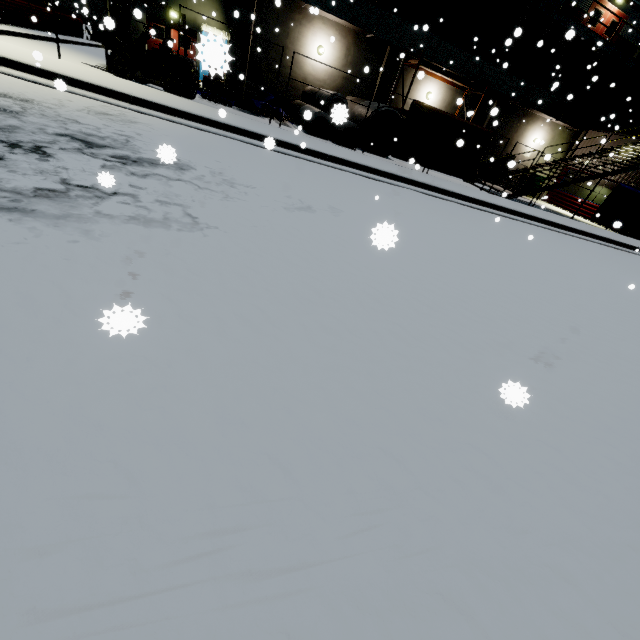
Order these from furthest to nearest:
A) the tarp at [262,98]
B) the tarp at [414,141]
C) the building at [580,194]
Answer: the building at [580,194] < the tarp at [262,98] < the tarp at [414,141]

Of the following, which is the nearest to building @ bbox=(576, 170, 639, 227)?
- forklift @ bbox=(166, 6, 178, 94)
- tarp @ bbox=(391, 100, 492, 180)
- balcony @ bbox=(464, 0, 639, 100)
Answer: balcony @ bbox=(464, 0, 639, 100)

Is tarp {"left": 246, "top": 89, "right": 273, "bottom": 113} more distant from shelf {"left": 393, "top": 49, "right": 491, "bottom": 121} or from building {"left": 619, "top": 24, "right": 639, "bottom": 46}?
shelf {"left": 393, "top": 49, "right": 491, "bottom": 121}

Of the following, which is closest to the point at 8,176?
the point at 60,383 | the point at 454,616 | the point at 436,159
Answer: the point at 60,383

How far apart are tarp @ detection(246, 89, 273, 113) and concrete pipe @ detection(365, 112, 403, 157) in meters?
2.7

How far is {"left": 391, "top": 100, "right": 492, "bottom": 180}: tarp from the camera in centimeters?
1179cm

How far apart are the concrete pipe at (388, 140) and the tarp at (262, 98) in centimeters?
265cm

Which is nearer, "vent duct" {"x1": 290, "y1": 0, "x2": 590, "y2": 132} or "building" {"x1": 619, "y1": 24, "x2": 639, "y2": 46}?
"vent duct" {"x1": 290, "y1": 0, "x2": 590, "y2": 132}
